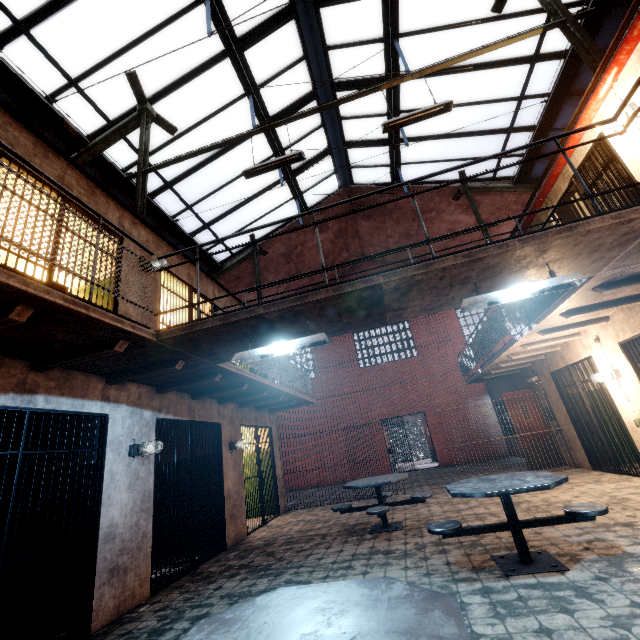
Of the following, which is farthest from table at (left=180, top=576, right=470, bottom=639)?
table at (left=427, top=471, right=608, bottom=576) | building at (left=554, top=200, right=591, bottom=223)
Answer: building at (left=554, top=200, right=591, bottom=223)

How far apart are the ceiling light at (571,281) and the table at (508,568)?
1.8m

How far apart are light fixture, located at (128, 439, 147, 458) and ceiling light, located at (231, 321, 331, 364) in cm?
212

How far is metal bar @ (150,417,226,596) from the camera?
4.86m

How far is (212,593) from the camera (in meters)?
4.14

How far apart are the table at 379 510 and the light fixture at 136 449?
3.34m

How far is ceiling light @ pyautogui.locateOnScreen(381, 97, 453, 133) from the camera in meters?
5.4

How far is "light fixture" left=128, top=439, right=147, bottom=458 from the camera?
4.60m
